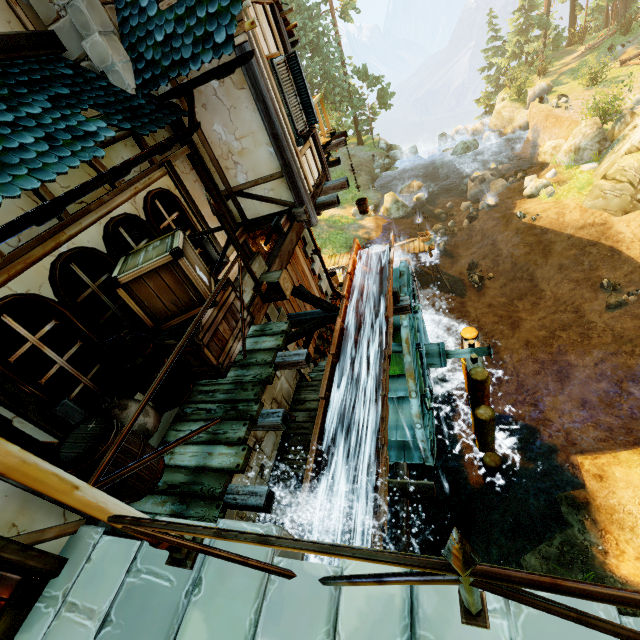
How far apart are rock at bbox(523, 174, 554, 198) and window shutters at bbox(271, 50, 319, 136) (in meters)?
19.80

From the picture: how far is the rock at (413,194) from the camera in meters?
24.9

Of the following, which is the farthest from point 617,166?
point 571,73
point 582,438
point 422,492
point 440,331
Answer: point 571,73

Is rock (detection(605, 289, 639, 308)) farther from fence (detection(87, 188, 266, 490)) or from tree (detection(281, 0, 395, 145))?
fence (detection(87, 188, 266, 490))

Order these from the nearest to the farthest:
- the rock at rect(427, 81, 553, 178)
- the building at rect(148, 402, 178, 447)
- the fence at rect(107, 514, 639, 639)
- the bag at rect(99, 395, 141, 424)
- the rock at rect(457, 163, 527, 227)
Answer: the fence at rect(107, 514, 639, 639), the bag at rect(99, 395, 141, 424), the building at rect(148, 402, 178, 447), the rock at rect(457, 163, 527, 227), the rock at rect(427, 81, 553, 178)

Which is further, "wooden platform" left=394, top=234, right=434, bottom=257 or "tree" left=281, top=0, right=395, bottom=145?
"tree" left=281, top=0, right=395, bottom=145

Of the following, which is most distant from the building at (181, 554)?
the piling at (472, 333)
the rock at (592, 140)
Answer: the rock at (592, 140)

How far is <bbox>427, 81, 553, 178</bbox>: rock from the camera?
28.9 meters
